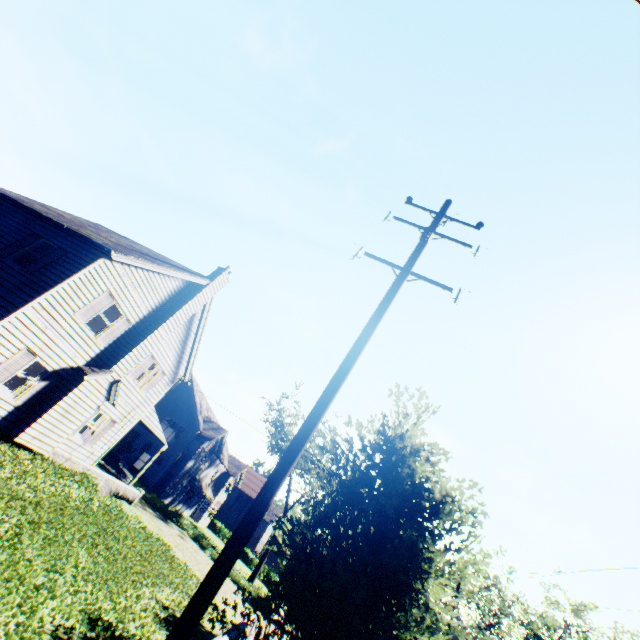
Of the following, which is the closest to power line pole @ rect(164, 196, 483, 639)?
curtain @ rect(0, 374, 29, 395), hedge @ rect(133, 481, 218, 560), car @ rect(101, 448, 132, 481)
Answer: curtain @ rect(0, 374, 29, 395)

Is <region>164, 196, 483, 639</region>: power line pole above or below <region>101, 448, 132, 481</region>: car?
above

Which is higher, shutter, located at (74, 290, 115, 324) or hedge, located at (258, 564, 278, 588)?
shutter, located at (74, 290, 115, 324)

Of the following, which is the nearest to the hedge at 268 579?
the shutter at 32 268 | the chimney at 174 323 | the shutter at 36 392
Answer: the chimney at 174 323

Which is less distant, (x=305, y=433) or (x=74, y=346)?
(x=305, y=433)

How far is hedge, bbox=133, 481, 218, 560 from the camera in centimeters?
2878cm

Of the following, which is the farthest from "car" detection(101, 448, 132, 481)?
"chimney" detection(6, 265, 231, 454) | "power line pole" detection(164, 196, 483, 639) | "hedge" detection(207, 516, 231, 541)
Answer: "power line pole" detection(164, 196, 483, 639)

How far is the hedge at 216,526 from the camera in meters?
48.2 m
